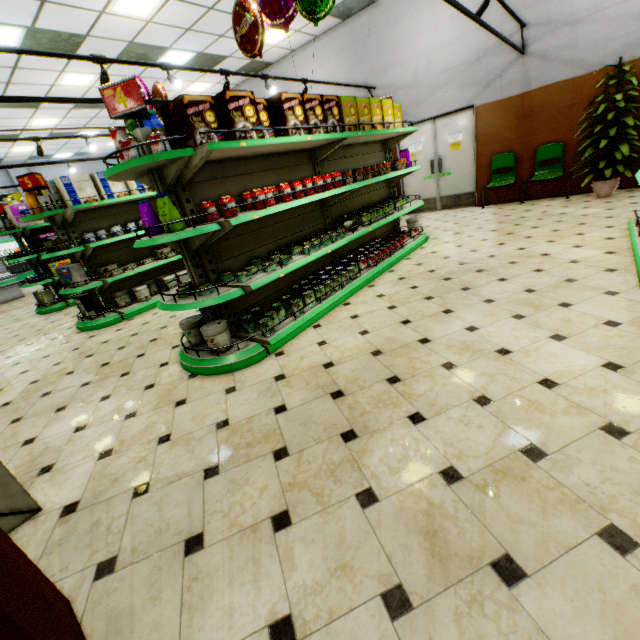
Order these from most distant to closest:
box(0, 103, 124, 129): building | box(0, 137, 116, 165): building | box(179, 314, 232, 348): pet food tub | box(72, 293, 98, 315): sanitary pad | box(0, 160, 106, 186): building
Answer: box(0, 160, 106, 186): building < box(0, 137, 116, 165): building < box(0, 103, 124, 129): building < box(72, 293, 98, 315): sanitary pad < box(179, 314, 232, 348): pet food tub

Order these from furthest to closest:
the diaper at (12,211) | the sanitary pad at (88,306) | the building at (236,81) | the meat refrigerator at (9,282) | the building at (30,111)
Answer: the meat refrigerator at (9,282), the building at (236,81), the building at (30,111), the diaper at (12,211), the sanitary pad at (88,306)

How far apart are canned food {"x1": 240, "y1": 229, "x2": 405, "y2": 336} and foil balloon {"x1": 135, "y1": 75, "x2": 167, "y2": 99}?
4.3 meters

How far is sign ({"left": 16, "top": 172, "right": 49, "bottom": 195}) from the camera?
4.9m

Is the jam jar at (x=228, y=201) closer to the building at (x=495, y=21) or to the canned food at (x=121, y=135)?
the canned food at (x=121, y=135)

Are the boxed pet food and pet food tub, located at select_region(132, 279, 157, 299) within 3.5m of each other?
yes

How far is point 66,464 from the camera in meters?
2.4 m

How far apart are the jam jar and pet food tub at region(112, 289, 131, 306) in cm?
382
